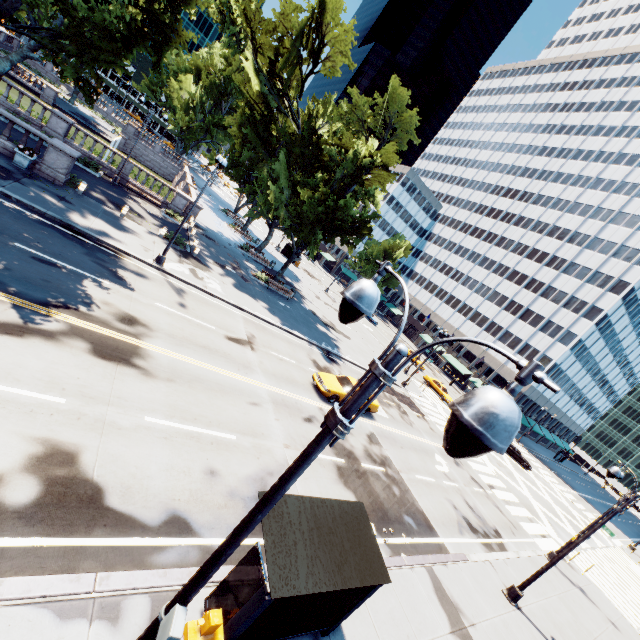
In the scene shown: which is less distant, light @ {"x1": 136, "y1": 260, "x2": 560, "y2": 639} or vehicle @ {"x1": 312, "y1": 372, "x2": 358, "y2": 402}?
light @ {"x1": 136, "y1": 260, "x2": 560, "y2": 639}

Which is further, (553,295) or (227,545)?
(553,295)

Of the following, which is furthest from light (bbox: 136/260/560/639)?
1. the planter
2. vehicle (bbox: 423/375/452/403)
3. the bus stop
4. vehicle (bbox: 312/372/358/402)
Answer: vehicle (bbox: 423/375/452/403)

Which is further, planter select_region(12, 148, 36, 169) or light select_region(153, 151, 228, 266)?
planter select_region(12, 148, 36, 169)

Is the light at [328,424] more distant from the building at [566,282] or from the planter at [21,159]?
the building at [566,282]

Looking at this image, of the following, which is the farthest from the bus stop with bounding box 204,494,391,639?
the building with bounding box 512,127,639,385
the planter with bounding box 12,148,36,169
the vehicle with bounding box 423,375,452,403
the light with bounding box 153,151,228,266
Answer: the building with bounding box 512,127,639,385

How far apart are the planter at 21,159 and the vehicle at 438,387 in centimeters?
4420cm

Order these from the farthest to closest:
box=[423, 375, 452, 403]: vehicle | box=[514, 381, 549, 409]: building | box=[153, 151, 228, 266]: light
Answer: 1. box=[514, 381, 549, 409]: building
2. box=[423, 375, 452, 403]: vehicle
3. box=[153, 151, 228, 266]: light
